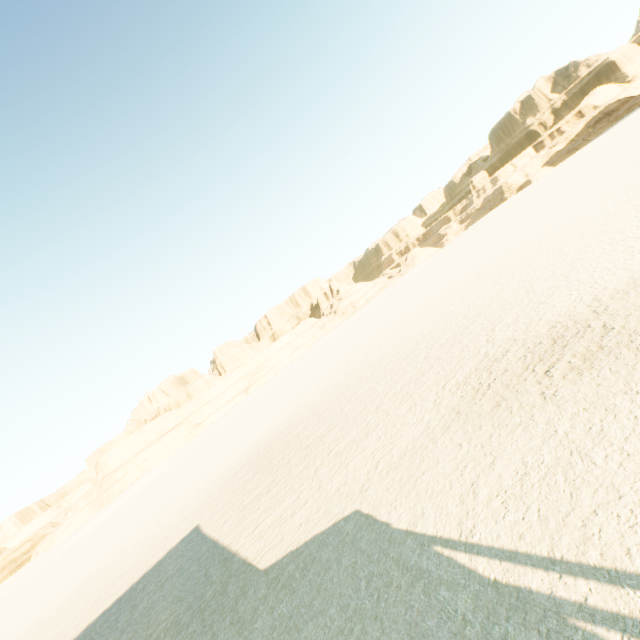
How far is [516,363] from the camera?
9.45m
